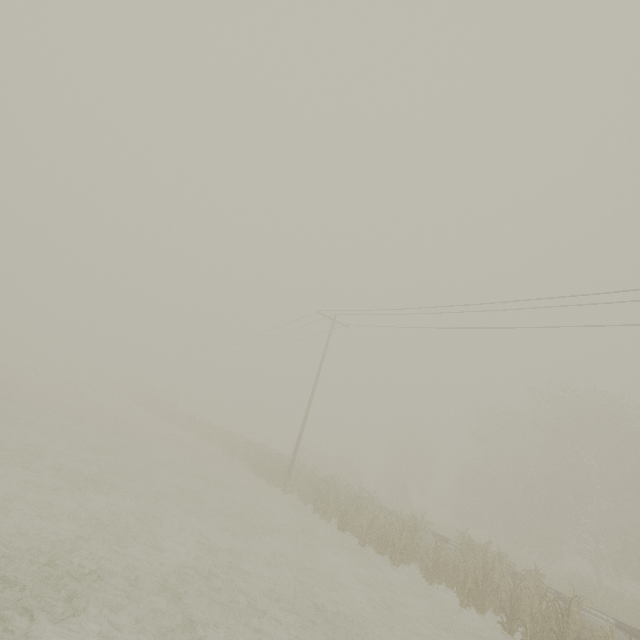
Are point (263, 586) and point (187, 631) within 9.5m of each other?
yes
